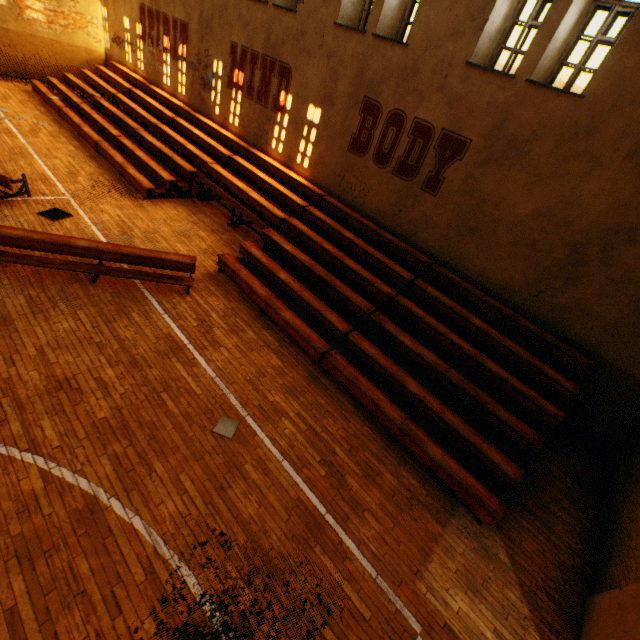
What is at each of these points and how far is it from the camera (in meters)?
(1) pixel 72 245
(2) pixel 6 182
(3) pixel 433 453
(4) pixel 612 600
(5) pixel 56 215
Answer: (1) bleachers, 6.70
(2) bleachers, 8.02
(3) bleachers, 5.59
(4) wall pilaster, 4.41
(5) vent, 8.40

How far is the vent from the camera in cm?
823

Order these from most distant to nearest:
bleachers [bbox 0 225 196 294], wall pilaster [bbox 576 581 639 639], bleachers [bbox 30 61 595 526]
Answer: bleachers [bbox 0 225 196 294], bleachers [bbox 30 61 595 526], wall pilaster [bbox 576 581 639 639]

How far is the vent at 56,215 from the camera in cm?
823

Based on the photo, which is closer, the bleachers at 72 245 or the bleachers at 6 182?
the bleachers at 72 245

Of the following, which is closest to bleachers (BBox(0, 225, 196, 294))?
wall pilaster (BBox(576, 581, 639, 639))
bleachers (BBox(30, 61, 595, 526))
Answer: bleachers (BBox(30, 61, 595, 526))

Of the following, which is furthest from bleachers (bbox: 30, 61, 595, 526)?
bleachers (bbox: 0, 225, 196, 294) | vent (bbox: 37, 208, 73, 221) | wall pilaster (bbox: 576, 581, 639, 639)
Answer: vent (bbox: 37, 208, 73, 221)

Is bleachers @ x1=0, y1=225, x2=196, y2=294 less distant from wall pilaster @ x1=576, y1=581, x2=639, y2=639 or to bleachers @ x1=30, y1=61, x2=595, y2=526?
bleachers @ x1=30, y1=61, x2=595, y2=526
